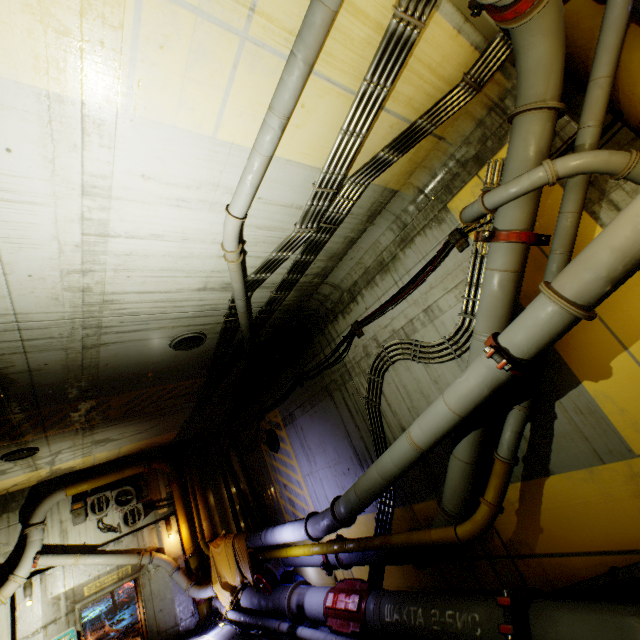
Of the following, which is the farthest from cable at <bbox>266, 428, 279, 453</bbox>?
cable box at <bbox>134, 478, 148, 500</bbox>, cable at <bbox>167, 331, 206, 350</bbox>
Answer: cable box at <bbox>134, 478, 148, 500</bbox>

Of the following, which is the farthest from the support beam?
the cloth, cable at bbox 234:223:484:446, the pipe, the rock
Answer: the rock

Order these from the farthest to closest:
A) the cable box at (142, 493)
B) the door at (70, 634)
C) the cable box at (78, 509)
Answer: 1. the cable box at (142, 493)
2. the cable box at (78, 509)
3. the door at (70, 634)

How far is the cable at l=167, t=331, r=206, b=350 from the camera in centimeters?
725cm

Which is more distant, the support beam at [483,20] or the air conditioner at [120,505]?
the air conditioner at [120,505]

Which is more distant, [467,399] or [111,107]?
[467,399]

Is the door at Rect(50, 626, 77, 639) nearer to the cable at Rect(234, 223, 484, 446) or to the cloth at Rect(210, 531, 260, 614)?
the cloth at Rect(210, 531, 260, 614)

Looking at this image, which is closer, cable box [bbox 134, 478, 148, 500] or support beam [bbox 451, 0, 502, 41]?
support beam [bbox 451, 0, 502, 41]
